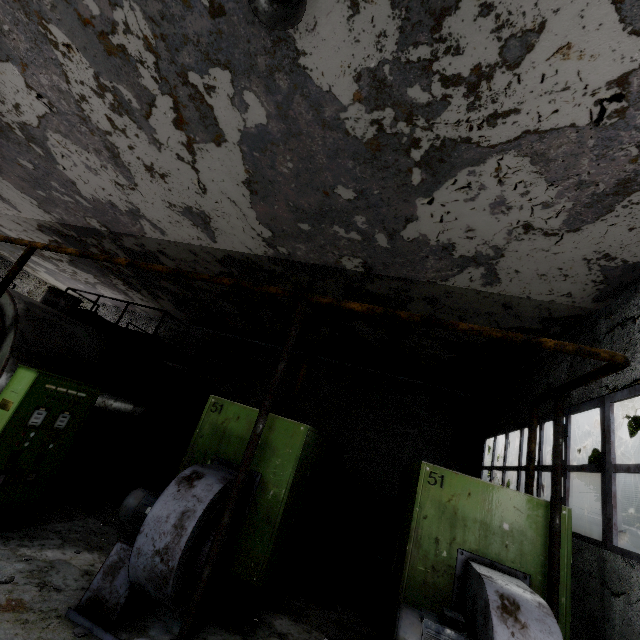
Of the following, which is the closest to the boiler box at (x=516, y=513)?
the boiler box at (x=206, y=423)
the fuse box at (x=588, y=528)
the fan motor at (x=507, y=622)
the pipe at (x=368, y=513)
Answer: the fan motor at (x=507, y=622)

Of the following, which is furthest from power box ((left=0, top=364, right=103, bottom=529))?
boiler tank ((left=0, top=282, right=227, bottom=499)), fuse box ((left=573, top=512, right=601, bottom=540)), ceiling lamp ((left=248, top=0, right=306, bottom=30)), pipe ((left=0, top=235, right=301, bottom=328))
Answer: fuse box ((left=573, top=512, right=601, bottom=540))

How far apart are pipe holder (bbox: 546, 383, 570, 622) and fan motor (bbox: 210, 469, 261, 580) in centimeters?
406cm

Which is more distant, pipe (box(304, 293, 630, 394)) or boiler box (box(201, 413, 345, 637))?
boiler box (box(201, 413, 345, 637))

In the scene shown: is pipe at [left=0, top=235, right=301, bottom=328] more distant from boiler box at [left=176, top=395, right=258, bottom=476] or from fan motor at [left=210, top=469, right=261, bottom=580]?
fan motor at [left=210, top=469, right=261, bottom=580]

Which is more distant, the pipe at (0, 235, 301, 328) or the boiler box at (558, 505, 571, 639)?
the pipe at (0, 235, 301, 328)

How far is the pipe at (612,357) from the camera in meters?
3.4 m

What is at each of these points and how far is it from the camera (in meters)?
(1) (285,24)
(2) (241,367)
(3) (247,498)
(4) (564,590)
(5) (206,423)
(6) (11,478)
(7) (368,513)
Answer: (1) ceiling lamp, 3.31
(2) pipe, 16.20
(3) fan motor, 5.25
(4) boiler box, 4.13
(5) boiler box, 5.93
(6) power box, 5.16
(7) pipe, 12.17
